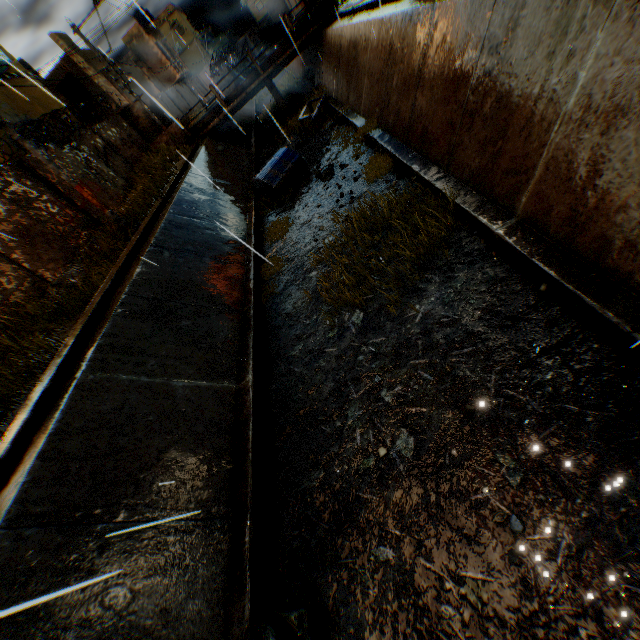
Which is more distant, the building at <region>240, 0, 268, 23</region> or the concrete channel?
the building at <region>240, 0, 268, 23</region>

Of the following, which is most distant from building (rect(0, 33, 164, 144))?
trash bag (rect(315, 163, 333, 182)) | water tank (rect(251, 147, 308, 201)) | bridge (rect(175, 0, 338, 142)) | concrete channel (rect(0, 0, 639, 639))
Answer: trash bag (rect(315, 163, 333, 182))

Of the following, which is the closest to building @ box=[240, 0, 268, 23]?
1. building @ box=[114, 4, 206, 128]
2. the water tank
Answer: building @ box=[114, 4, 206, 128]

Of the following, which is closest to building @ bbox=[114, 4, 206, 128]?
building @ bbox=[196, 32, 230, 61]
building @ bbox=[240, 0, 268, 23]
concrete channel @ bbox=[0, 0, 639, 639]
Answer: concrete channel @ bbox=[0, 0, 639, 639]

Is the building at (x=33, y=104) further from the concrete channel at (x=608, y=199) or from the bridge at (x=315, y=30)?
the bridge at (x=315, y=30)

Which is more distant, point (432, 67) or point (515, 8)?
point (432, 67)

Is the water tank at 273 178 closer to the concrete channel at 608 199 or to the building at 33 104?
the concrete channel at 608 199

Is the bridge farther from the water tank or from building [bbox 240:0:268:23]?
building [bbox 240:0:268:23]
